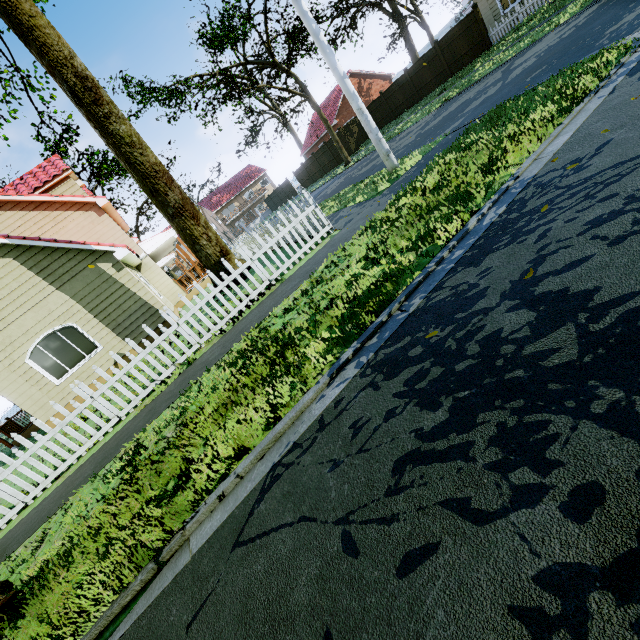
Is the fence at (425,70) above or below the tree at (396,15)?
below

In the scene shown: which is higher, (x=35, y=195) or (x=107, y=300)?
(x=35, y=195)

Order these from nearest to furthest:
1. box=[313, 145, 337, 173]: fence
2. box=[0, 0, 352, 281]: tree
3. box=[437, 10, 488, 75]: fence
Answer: box=[0, 0, 352, 281]: tree
box=[437, 10, 488, 75]: fence
box=[313, 145, 337, 173]: fence

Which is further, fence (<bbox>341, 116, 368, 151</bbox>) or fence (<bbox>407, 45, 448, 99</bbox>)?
fence (<bbox>341, 116, 368, 151</bbox>)

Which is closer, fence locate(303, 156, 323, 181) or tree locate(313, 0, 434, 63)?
tree locate(313, 0, 434, 63)

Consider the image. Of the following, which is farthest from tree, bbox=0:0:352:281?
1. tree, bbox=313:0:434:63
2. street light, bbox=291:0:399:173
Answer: street light, bbox=291:0:399:173

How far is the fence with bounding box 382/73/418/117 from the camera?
24.5m

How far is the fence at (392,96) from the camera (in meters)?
24.52
